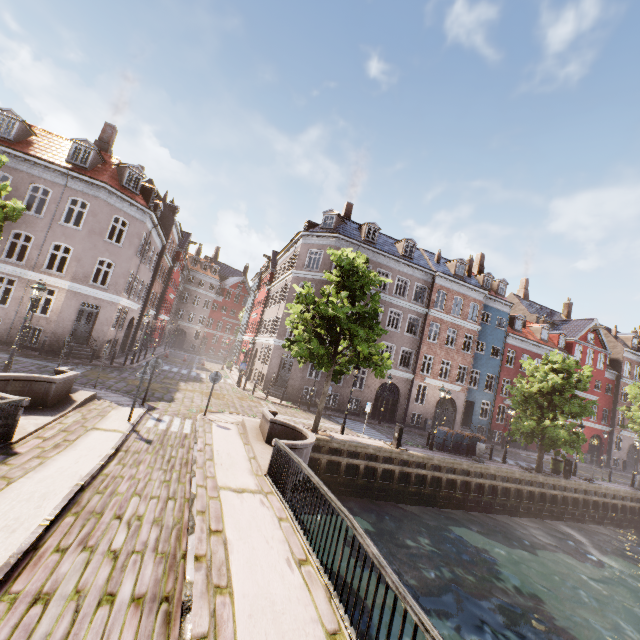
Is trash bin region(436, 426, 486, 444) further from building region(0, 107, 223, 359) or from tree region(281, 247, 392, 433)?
building region(0, 107, 223, 359)

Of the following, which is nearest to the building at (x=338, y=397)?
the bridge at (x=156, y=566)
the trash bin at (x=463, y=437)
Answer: the trash bin at (x=463, y=437)

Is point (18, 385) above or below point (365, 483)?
above

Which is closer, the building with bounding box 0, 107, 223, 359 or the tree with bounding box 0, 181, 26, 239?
the tree with bounding box 0, 181, 26, 239

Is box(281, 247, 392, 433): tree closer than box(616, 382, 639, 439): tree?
Yes

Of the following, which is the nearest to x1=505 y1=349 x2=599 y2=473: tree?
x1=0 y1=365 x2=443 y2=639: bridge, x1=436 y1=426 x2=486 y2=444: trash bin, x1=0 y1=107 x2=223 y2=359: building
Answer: x1=0 y1=365 x2=443 y2=639: bridge

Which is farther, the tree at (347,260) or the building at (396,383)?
the building at (396,383)
